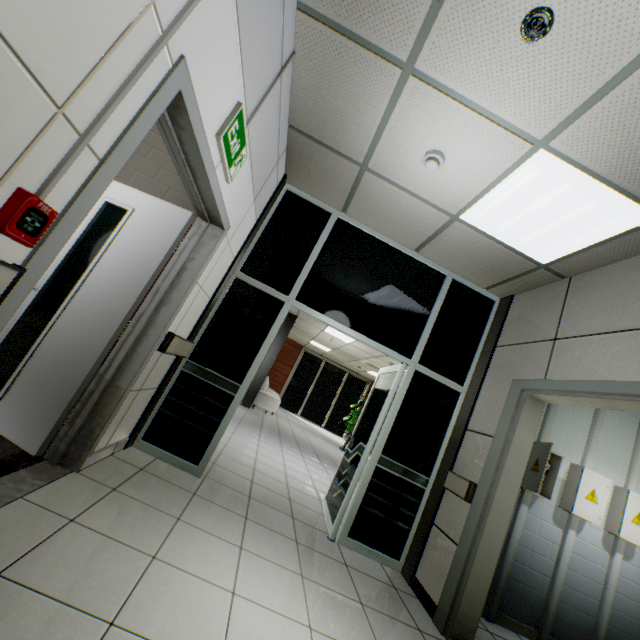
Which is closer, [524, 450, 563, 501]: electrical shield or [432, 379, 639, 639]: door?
[432, 379, 639, 639]: door

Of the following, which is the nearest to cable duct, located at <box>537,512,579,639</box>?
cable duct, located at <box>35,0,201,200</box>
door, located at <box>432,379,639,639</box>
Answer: door, located at <box>432,379,639,639</box>

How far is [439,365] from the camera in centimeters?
378cm

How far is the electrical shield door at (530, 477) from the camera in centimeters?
308cm

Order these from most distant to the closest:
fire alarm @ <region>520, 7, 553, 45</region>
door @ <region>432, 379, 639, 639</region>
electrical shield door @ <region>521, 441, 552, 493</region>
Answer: electrical shield door @ <region>521, 441, 552, 493</region>, door @ <region>432, 379, 639, 639</region>, fire alarm @ <region>520, 7, 553, 45</region>

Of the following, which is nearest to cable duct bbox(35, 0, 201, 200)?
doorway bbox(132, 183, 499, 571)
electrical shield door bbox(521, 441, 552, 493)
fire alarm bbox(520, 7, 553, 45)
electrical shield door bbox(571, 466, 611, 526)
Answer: fire alarm bbox(520, 7, 553, 45)

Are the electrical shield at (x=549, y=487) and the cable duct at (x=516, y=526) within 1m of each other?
yes

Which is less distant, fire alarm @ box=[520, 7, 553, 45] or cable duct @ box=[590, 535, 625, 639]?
fire alarm @ box=[520, 7, 553, 45]
